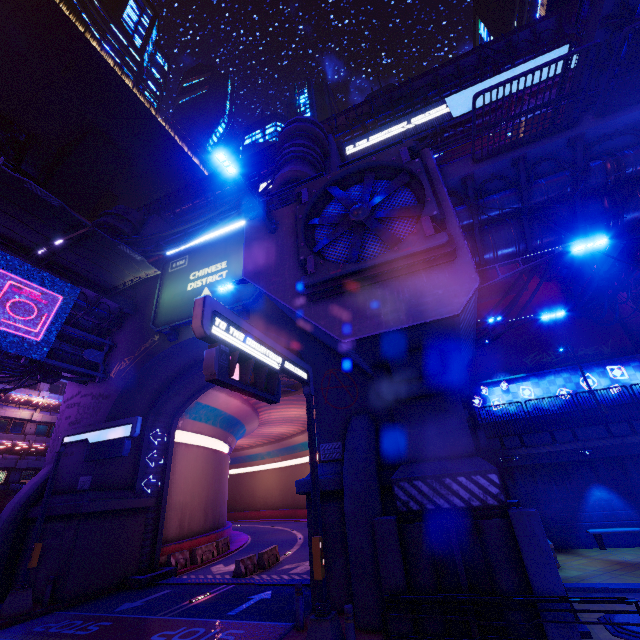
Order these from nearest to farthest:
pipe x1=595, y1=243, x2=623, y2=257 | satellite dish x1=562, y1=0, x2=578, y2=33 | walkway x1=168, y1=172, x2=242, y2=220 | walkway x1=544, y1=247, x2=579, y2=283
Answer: pipe x1=595, y1=243, x2=623, y2=257 < walkway x1=544, y1=247, x2=579, y2=283 < satellite dish x1=562, y1=0, x2=578, y2=33 < walkway x1=168, y1=172, x2=242, y2=220

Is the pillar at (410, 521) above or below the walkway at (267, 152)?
below

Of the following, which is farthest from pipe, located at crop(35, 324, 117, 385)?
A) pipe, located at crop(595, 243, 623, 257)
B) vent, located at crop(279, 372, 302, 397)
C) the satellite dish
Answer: the satellite dish

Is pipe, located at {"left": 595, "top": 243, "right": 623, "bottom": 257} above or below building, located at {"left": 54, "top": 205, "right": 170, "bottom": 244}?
below

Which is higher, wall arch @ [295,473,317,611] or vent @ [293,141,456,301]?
vent @ [293,141,456,301]

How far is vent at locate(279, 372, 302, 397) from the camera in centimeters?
2263cm

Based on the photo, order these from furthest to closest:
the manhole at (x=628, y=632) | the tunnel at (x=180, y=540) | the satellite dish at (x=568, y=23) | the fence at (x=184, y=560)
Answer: the satellite dish at (x=568, y=23)
the fence at (x=184, y=560)
the tunnel at (x=180, y=540)
the manhole at (x=628, y=632)

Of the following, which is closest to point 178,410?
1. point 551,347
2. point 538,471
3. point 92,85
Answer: point 538,471
